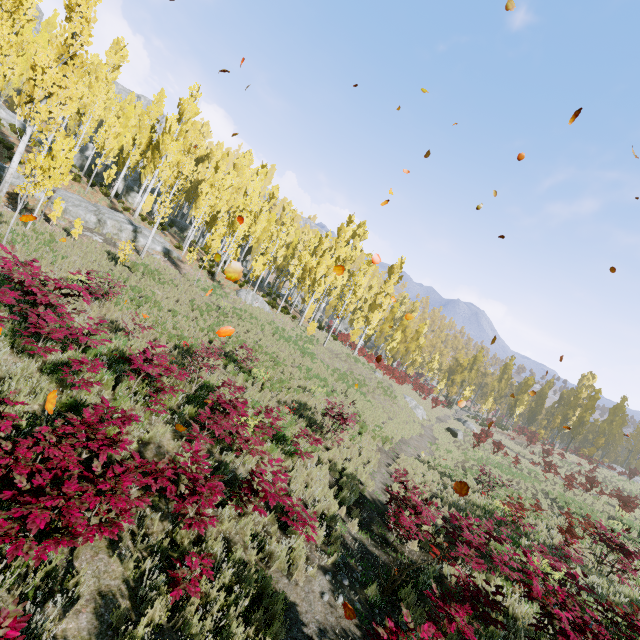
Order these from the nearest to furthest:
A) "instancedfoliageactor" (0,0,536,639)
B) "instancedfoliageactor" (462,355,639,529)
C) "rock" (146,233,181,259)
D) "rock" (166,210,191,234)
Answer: "instancedfoliageactor" (0,0,536,639), "rock" (146,233,181,259), "instancedfoliageactor" (462,355,639,529), "rock" (166,210,191,234)

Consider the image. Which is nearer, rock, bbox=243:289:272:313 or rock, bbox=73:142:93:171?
rock, bbox=243:289:272:313

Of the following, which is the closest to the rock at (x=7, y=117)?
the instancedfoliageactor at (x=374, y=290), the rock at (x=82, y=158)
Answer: the instancedfoliageactor at (x=374, y=290)

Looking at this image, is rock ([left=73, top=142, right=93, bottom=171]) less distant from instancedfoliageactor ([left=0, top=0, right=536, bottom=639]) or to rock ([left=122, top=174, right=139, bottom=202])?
instancedfoliageactor ([left=0, top=0, right=536, bottom=639])

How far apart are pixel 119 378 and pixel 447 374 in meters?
60.2

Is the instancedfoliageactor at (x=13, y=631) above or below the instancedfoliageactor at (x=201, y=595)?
above

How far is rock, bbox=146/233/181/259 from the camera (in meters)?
23.14

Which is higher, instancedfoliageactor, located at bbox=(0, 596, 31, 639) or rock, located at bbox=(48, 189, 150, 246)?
rock, located at bbox=(48, 189, 150, 246)
